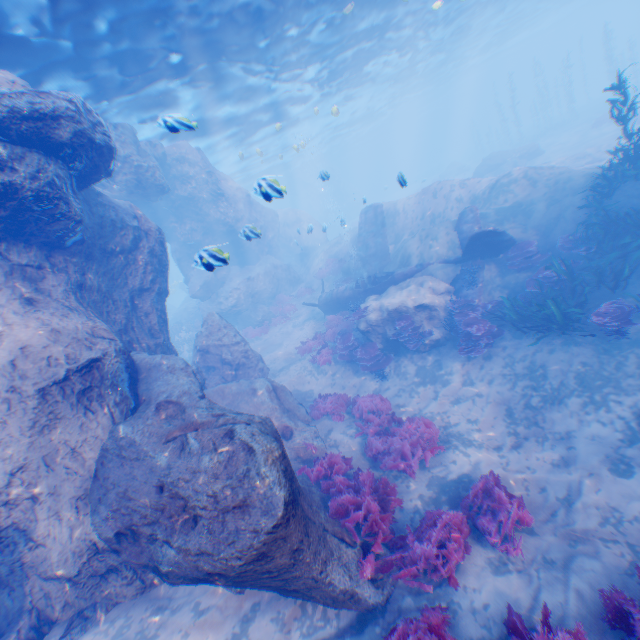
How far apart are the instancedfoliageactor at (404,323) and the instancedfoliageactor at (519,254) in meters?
3.9

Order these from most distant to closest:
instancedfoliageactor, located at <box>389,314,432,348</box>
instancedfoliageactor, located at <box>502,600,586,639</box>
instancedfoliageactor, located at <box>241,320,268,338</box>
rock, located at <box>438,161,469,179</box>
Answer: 1. rock, located at <box>438,161,469,179</box>
2. instancedfoliageactor, located at <box>241,320,268,338</box>
3. instancedfoliageactor, located at <box>389,314,432,348</box>
4. instancedfoliageactor, located at <box>502,600,586,639</box>

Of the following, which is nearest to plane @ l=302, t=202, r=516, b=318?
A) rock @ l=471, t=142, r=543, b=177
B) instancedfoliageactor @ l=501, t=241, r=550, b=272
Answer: instancedfoliageactor @ l=501, t=241, r=550, b=272

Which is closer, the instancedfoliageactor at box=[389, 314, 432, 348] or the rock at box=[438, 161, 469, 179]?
the instancedfoliageactor at box=[389, 314, 432, 348]

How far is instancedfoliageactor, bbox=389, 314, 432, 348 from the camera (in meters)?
12.53

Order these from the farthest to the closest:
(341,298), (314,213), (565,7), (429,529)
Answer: (314,213) < (565,7) < (341,298) < (429,529)

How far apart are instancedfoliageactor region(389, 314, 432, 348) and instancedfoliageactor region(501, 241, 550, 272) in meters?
3.9

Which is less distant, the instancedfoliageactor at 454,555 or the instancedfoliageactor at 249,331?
the instancedfoliageactor at 454,555
